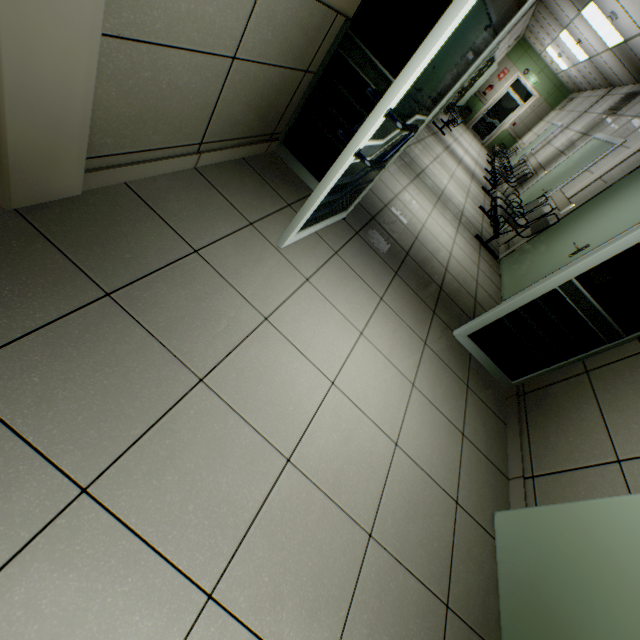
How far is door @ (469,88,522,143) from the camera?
13.9m

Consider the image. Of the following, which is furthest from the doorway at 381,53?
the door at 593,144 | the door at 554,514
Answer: the door at 593,144

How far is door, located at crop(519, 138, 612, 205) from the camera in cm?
571

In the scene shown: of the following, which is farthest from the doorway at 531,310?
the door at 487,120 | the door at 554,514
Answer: the door at 487,120

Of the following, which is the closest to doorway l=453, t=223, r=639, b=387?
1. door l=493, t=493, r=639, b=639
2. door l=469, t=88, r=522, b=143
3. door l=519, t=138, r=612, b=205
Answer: door l=493, t=493, r=639, b=639

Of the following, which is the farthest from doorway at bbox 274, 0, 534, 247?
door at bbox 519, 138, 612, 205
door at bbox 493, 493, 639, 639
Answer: door at bbox 519, 138, 612, 205

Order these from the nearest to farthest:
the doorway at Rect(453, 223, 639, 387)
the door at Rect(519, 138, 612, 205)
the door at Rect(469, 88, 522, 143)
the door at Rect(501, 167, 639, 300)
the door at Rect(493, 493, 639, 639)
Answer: the door at Rect(493, 493, 639, 639) < the doorway at Rect(453, 223, 639, 387) < the door at Rect(501, 167, 639, 300) < the door at Rect(519, 138, 612, 205) < the door at Rect(469, 88, 522, 143)

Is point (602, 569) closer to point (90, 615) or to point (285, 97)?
point (90, 615)
